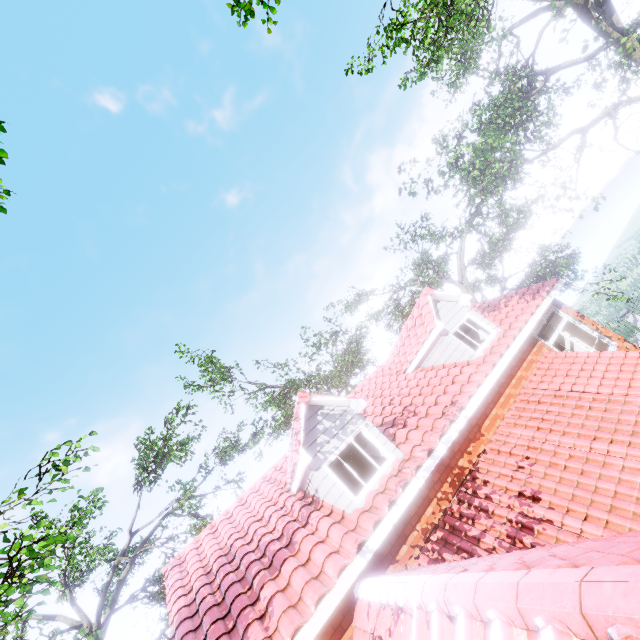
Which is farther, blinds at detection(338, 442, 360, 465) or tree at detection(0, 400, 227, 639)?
blinds at detection(338, 442, 360, 465)

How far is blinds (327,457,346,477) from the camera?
7.7m

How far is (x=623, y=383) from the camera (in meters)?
8.02

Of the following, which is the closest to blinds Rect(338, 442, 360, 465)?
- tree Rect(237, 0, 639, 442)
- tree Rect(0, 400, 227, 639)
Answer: tree Rect(237, 0, 639, 442)

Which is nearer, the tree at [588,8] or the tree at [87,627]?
the tree at [87,627]

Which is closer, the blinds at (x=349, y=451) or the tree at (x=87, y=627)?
the tree at (x=87, y=627)

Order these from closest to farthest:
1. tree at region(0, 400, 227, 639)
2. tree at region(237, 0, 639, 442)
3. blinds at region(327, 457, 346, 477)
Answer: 1. tree at region(0, 400, 227, 639)
2. blinds at region(327, 457, 346, 477)
3. tree at region(237, 0, 639, 442)
